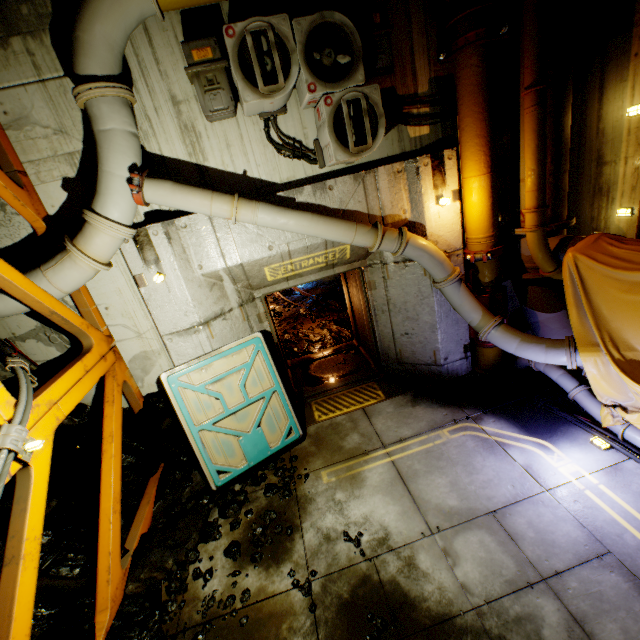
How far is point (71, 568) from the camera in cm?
394

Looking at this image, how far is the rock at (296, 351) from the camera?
8.55m

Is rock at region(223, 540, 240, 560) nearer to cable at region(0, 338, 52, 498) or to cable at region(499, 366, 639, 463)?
cable at region(0, 338, 52, 498)

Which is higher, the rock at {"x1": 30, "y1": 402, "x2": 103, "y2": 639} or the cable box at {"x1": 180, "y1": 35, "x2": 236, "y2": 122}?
the cable box at {"x1": 180, "y1": 35, "x2": 236, "y2": 122}

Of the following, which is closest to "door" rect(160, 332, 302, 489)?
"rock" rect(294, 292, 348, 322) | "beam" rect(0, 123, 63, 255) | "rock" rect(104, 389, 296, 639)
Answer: "rock" rect(104, 389, 296, 639)

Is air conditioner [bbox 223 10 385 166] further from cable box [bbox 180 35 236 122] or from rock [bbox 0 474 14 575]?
rock [bbox 0 474 14 575]

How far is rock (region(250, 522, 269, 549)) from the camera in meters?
4.1 m

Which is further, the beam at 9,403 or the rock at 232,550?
the rock at 232,550
